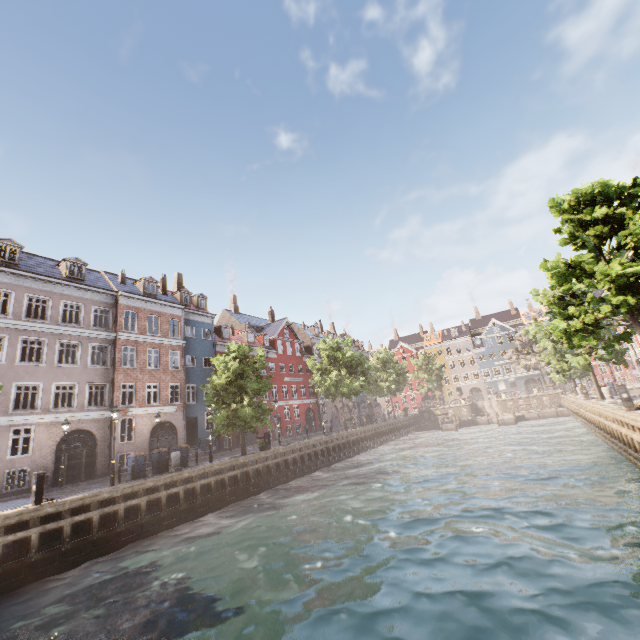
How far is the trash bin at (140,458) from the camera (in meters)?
17.81

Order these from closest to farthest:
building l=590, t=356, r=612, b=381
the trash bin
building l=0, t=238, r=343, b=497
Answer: the trash bin < building l=0, t=238, r=343, b=497 < building l=590, t=356, r=612, b=381

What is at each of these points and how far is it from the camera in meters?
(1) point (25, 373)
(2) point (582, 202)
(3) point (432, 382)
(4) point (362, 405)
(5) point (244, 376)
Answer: (1) building, 20.5 m
(2) tree, 13.5 m
(3) tree, 58.0 m
(4) building, 58.9 m
(5) tree, 22.1 m

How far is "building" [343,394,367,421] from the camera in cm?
5319

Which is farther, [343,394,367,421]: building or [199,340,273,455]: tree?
[343,394,367,421]: building

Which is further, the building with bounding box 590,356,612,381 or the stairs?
the building with bounding box 590,356,612,381

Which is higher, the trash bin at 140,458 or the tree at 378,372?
the tree at 378,372

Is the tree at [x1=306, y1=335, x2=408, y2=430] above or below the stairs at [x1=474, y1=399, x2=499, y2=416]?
above
